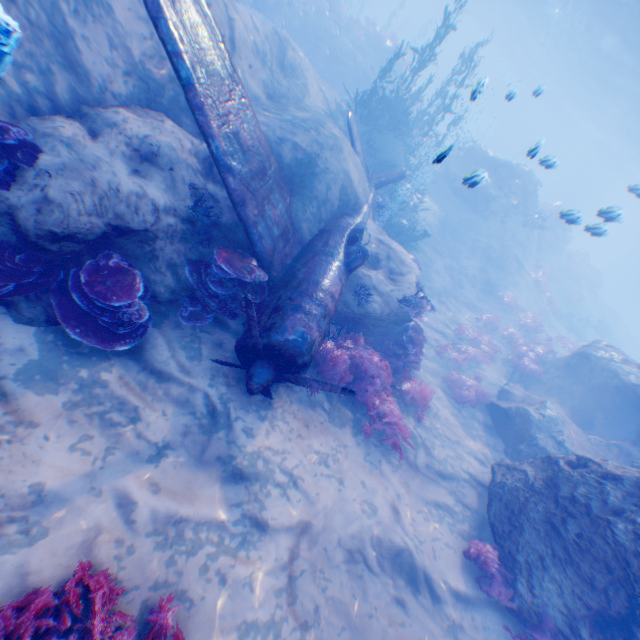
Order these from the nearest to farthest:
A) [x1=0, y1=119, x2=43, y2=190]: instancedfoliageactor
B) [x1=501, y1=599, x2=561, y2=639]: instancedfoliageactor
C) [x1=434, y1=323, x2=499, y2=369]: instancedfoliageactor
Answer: [x1=0, y1=119, x2=43, y2=190]: instancedfoliageactor < [x1=501, y1=599, x2=561, y2=639]: instancedfoliageactor < [x1=434, y1=323, x2=499, y2=369]: instancedfoliageactor

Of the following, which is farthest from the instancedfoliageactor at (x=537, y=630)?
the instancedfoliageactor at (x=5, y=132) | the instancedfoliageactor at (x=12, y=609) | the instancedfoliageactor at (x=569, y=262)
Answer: the instancedfoliageactor at (x=569, y=262)

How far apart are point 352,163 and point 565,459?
9.46m

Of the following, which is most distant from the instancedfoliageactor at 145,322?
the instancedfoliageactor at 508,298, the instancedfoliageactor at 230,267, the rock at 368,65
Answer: the rock at 368,65

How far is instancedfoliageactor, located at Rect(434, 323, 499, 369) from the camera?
13.0m

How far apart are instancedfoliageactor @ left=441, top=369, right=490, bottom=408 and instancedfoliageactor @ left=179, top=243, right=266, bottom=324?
8.0 meters

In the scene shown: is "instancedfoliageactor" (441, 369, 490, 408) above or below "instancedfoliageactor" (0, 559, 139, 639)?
below

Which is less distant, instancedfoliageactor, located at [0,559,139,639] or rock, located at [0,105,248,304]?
instancedfoliageactor, located at [0,559,139,639]
